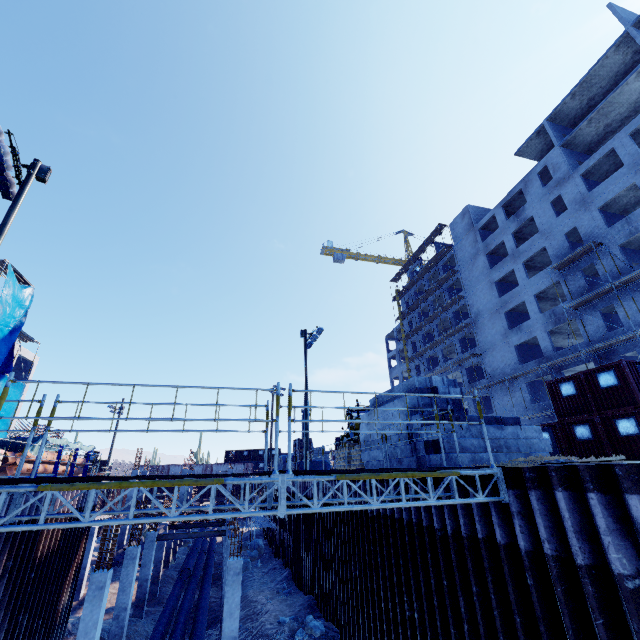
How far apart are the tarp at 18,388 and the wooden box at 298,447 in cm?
2355

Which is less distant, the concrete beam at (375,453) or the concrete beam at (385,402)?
the concrete beam at (385,402)

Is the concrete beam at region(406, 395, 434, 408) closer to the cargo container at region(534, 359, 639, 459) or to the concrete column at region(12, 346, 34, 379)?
the cargo container at region(534, 359, 639, 459)

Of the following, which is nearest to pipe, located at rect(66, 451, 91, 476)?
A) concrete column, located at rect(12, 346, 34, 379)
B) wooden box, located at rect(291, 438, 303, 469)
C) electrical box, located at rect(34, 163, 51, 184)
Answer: concrete column, located at rect(12, 346, 34, 379)

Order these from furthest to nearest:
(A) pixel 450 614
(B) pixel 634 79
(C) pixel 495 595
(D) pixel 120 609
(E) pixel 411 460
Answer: (B) pixel 634 79 < (D) pixel 120 609 < (E) pixel 411 460 < (A) pixel 450 614 < (C) pixel 495 595

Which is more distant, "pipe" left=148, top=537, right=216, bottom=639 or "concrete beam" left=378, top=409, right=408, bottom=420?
"pipe" left=148, top=537, right=216, bottom=639

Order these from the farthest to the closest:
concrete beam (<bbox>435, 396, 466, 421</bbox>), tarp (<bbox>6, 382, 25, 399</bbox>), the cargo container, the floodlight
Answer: tarp (<bbox>6, 382, 25, 399</bbox>) → the cargo container → the floodlight → concrete beam (<bbox>435, 396, 466, 421</bbox>)

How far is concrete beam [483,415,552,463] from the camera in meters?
9.1 m
